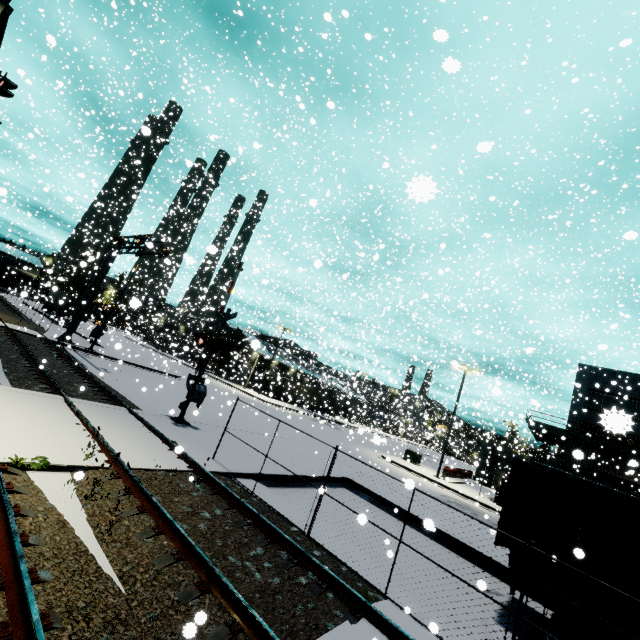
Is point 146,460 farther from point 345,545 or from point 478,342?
point 478,342

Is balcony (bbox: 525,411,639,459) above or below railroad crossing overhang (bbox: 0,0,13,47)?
below

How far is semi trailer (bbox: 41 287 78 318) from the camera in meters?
35.8 m

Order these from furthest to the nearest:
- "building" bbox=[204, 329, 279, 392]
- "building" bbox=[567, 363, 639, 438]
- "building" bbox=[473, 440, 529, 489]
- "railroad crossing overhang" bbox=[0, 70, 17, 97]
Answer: "building" bbox=[473, 440, 529, 489] < "building" bbox=[204, 329, 279, 392] < "railroad crossing overhang" bbox=[0, 70, 17, 97] < "building" bbox=[567, 363, 639, 438]

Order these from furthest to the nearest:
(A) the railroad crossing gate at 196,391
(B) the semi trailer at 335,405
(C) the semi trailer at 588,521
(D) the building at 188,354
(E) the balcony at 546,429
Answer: (B) the semi trailer at 335,405 → (D) the building at 188,354 → (E) the balcony at 546,429 → (A) the railroad crossing gate at 196,391 → (C) the semi trailer at 588,521

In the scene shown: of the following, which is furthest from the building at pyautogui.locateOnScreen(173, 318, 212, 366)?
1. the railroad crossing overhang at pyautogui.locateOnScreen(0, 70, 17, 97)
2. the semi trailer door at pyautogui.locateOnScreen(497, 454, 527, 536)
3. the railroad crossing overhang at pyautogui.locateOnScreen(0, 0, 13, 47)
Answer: the railroad crossing overhang at pyautogui.locateOnScreen(0, 70, 17, 97)

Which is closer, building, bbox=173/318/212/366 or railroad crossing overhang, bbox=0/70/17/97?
railroad crossing overhang, bbox=0/70/17/97

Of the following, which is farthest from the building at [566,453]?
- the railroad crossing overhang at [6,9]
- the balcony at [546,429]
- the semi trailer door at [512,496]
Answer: the railroad crossing overhang at [6,9]
